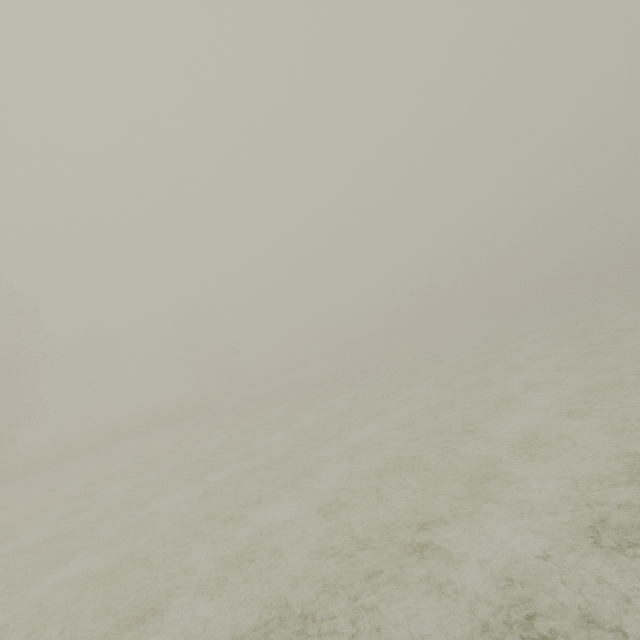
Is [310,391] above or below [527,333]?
above
